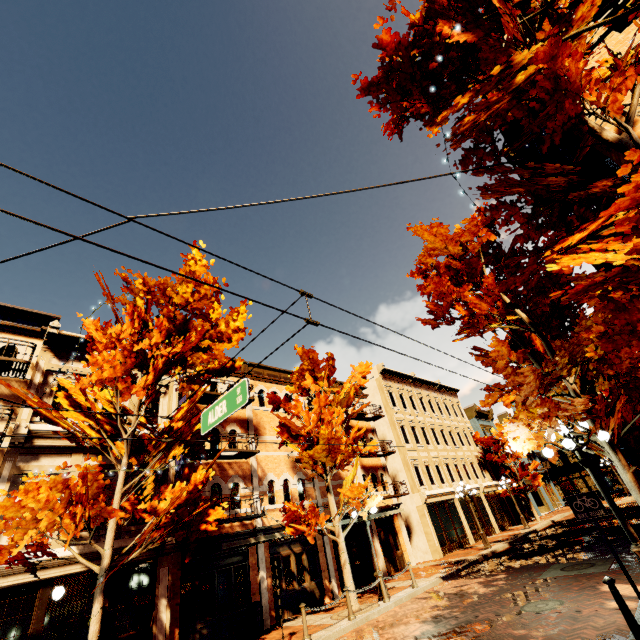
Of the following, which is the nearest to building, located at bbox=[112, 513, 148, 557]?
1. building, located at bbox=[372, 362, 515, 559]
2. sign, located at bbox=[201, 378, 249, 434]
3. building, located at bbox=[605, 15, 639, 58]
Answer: building, located at bbox=[372, 362, 515, 559]

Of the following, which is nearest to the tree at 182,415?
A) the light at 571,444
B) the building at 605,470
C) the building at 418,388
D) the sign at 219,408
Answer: the light at 571,444

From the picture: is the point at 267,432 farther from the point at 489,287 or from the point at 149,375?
the point at 489,287

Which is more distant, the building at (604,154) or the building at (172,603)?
the building at (172,603)

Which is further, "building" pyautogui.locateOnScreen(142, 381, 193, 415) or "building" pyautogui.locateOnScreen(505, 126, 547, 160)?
"building" pyautogui.locateOnScreen(142, 381, 193, 415)

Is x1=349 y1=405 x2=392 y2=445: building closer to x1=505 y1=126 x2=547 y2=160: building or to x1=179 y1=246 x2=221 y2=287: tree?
x1=179 y1=246 x2=221 y2=287: tree

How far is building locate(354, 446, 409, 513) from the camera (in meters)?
20.42
